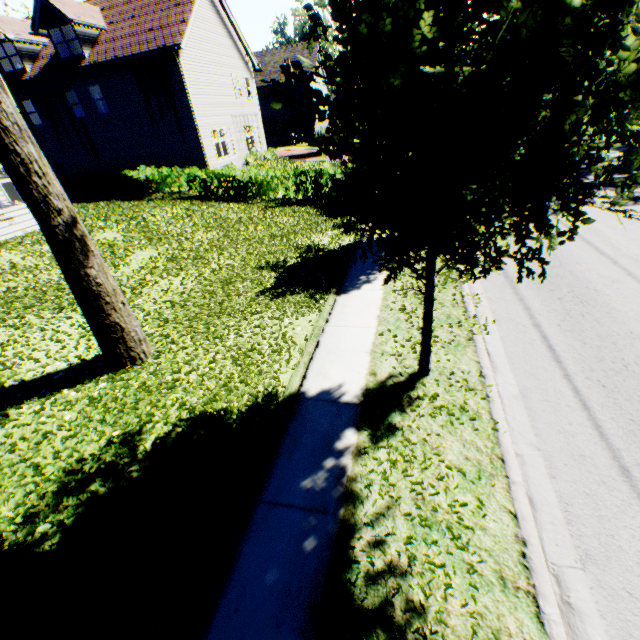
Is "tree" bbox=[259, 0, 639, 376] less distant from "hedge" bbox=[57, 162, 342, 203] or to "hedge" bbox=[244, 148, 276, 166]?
"hedge" bbox=[57, 162, 342, 203]

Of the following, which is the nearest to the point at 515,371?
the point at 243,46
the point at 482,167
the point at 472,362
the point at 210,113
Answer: the point at 472,362

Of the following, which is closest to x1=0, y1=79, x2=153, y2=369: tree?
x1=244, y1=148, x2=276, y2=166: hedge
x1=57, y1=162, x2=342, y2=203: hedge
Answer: x1=57, y1=162, x2=342, y2=203: hedge

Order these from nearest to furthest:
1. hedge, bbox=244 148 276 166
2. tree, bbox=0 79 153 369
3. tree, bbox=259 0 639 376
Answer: tree, bbox=259 0 639 376
tree, bbox=0 79 153 369
hedge, bbox=244 148 276 166

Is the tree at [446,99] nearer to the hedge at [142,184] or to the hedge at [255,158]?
the hedge at [142,184]

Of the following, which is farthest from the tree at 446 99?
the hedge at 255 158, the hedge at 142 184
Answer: the hedge at 255 158
